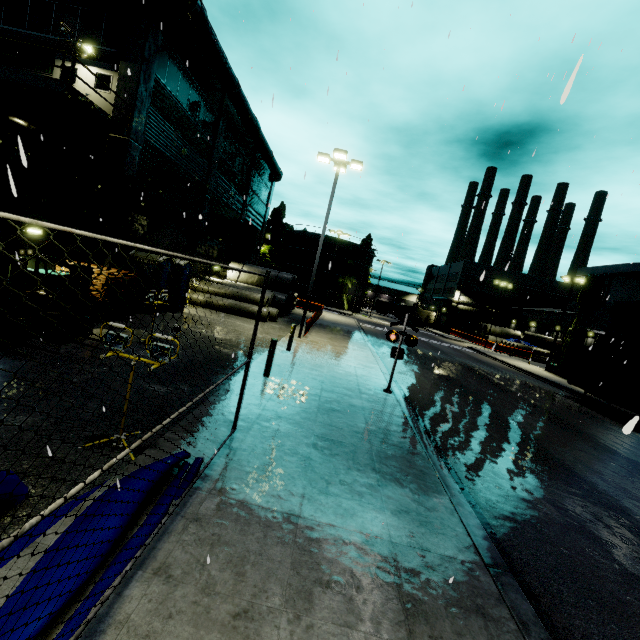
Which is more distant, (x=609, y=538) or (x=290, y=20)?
(x=290, y=20)

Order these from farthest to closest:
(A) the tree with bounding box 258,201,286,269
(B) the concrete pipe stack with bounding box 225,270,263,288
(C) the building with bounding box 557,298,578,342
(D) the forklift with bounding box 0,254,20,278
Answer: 1. (A) the tree with bounding box 258,201,286,269
2. (C) the building with bounding box 557,298,578,342
3. (B) the concrete pipe stack with bounding box 225,270,263,288
4. (D) the forklift with bounding box 0,254,20,278

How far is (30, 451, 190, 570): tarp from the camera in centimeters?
291cm

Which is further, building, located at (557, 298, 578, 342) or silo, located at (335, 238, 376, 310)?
silo, located at (335, 238, 376, 310)

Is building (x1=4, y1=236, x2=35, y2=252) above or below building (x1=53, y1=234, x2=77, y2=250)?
below

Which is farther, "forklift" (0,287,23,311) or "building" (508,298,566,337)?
"building" (508,298,566,337)

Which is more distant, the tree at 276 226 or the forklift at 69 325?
the tree at 276 226

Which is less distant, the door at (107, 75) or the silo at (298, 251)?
the door at (107, 75)
